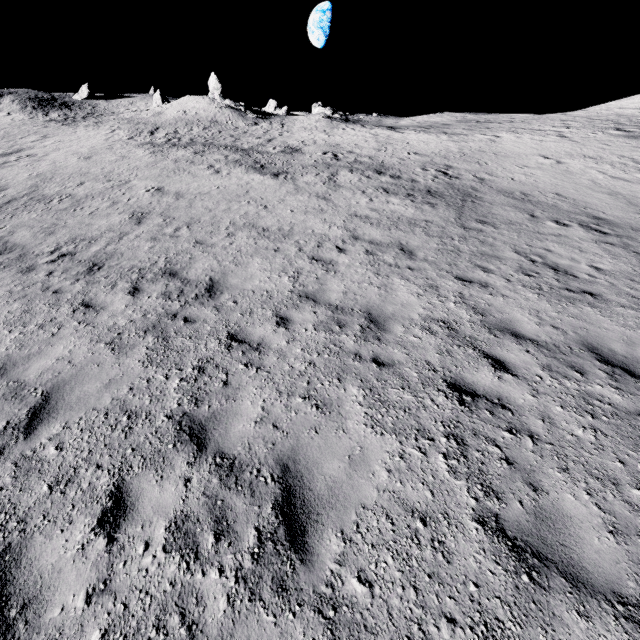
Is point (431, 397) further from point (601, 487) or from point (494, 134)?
point (494, 134)

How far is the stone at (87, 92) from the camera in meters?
55.2 m

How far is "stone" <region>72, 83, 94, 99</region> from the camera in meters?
55.2 m
